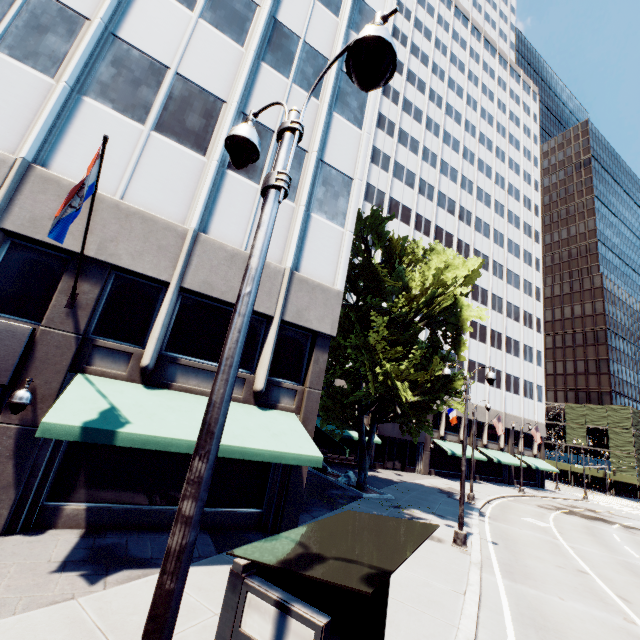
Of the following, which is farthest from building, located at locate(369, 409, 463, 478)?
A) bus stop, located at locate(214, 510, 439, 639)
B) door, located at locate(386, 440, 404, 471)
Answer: bus stop, located at locate(214, 510, 439, 639)

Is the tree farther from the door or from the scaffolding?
the scaffolding

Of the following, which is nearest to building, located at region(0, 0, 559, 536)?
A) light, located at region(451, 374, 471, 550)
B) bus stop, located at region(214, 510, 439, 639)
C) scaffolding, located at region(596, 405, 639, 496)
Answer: bus stop, located at region(214, 510, 439, 639)

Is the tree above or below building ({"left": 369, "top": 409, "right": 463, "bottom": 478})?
above

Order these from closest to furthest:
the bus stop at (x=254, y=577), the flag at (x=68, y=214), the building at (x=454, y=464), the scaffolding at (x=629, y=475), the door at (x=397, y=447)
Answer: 1. the bus stop at (x=254, y=577)
2. the flag at (x=68, y=214)
3. the building at (x=454, y=464)
4. the door at (x=397, y=447)
5. the scaffolding at (x=629, y=475)

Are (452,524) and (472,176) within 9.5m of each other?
no

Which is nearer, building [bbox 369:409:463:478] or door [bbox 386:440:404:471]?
building [bbox 369:409:463:478]

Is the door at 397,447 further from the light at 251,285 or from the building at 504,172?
the light at 251,285
